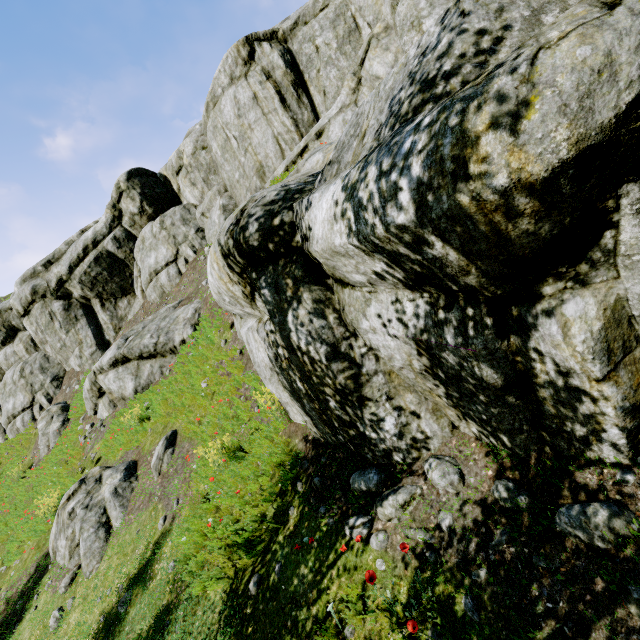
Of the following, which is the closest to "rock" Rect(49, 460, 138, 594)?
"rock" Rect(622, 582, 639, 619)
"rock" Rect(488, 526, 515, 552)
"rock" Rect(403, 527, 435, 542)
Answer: "rock" Rect(403, 527, 435, 542)

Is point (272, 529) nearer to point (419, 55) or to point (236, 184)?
point (419, 55)

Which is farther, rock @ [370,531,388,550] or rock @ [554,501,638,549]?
rock @ [370,531,388,550]

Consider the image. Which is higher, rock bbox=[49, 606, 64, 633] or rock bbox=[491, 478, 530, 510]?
rock bbox=[491, 478, 530, 510]

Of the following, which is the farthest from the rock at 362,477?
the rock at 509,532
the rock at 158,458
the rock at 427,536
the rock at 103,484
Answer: the rock at 103,484

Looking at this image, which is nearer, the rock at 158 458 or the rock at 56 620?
the rock at 56 620

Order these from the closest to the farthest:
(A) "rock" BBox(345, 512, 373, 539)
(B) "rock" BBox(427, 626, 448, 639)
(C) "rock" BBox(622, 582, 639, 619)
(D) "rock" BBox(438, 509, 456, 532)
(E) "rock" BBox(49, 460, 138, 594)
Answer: (C) "rock" BBox(622, 582, 639, 619) < (B) "rock" BBox(427, 626, 448, 639) < (D) "rock" BBox(438, 509, 456, 532) < (A) "rock" BBox(345, 512, 373, 539) < (E) "rock" BBox(49, 460, 138, 594)
